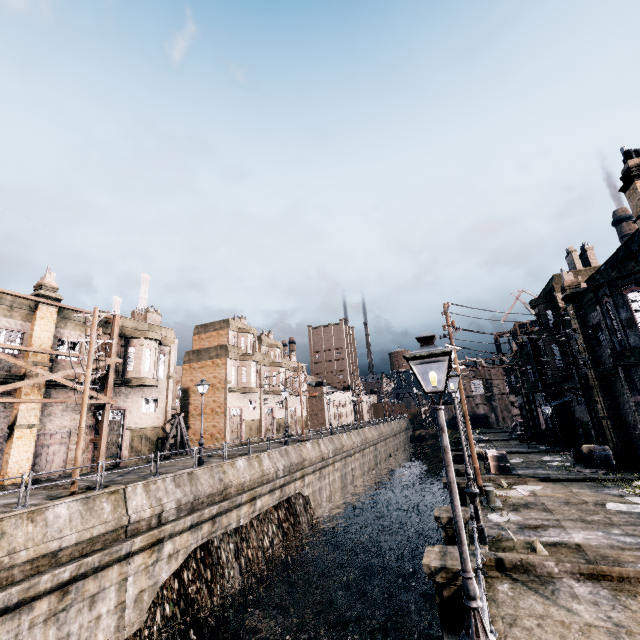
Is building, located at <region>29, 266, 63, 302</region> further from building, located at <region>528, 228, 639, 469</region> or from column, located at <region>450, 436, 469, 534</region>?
building, located at <region>528, 228, 639, 469</region>

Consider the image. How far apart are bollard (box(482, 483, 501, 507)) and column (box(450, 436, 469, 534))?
7.3 meters

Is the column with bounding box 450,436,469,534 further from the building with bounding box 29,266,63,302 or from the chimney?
the building with bounding box 29,266,63,302

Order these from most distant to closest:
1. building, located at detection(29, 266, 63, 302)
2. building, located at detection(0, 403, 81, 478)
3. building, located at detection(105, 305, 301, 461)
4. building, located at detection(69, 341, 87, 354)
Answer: building, located at detection(105, 305, 301, 461) < building, located at detection(69, 341, 87, 354) < building, located at detection(29, 266, 63, 302) < building, located at detection(0, 403, 81, 478)

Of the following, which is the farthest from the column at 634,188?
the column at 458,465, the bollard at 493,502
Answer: the column at 458,465

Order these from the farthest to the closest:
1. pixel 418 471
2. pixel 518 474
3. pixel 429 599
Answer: pixel 418 471, pixel 518 474, pixel 429 599

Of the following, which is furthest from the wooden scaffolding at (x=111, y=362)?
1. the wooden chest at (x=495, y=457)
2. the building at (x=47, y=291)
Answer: the wooden chest at (x=495, y=457)

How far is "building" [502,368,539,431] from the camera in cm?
3497
